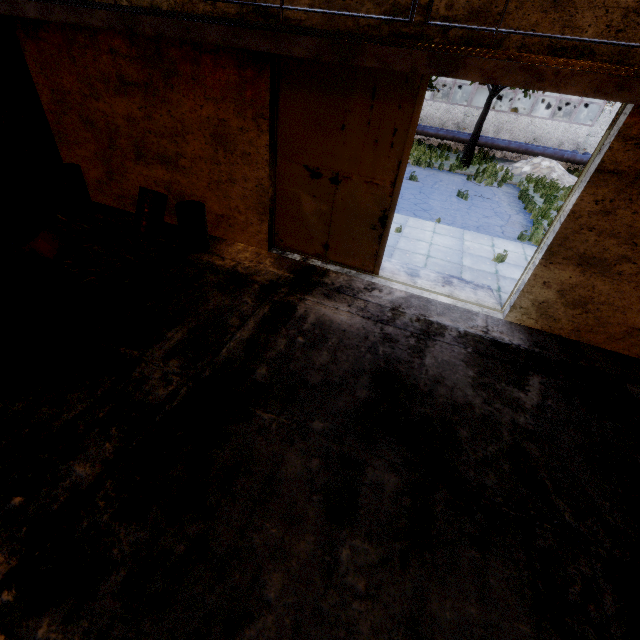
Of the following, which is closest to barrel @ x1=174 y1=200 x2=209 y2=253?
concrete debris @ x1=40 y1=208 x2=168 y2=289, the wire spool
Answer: concrete debris @ x1=40 y1=208 x2=168 y2=289

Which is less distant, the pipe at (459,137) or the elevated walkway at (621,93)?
the elevated walkway at (621,93)

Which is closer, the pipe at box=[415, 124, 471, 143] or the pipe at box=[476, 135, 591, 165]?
the pipe at box=[476, 135, 591, 165]

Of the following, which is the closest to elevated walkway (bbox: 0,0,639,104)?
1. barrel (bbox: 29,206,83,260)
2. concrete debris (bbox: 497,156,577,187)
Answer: barrel (bbox: 29,206,83,260)

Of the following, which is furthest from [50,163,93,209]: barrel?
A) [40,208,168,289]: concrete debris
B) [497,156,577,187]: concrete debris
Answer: [497,156,577,187]: concrete debris

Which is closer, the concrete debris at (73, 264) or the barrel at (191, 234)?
the concrete debris at (73, 264)

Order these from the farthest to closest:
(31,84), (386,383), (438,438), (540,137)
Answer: (540,137) < (31,84) < (386,383) < (438,438)

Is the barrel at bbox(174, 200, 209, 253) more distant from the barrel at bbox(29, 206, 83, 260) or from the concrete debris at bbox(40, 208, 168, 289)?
the barrel at bbox(29, 206, 83, 260)
